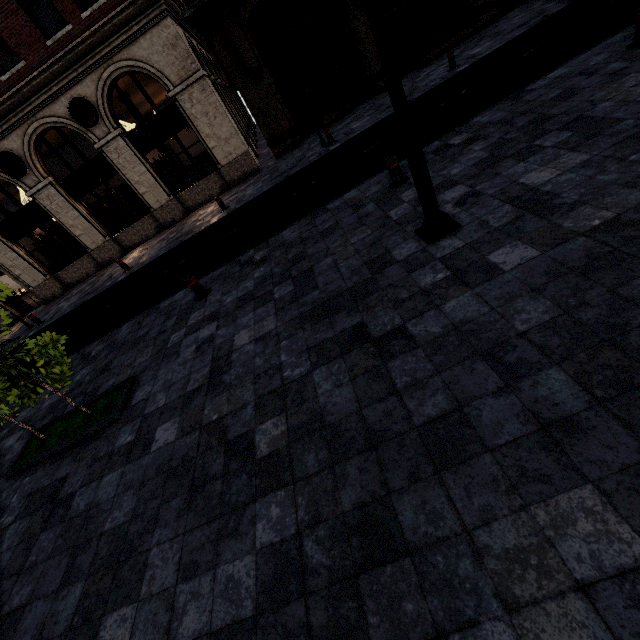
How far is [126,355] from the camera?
7.1m

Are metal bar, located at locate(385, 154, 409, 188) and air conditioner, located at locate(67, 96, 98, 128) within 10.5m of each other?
no

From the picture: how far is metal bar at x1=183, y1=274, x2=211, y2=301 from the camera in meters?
7.1

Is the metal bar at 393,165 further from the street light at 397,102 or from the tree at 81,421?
the tree at 81,421

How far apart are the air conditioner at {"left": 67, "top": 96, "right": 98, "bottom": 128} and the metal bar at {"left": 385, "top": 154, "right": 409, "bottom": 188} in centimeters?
1339cm

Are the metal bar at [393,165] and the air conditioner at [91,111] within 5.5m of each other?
no

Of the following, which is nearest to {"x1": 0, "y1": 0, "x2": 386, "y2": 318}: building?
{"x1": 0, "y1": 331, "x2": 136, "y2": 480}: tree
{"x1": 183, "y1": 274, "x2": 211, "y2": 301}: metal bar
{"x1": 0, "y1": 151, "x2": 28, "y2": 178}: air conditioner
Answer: {"x1": 0, "y1": 151, "x2": 28, "y2": 178}: air conditioner

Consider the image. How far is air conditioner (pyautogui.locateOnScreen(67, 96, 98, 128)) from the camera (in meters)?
12.84
